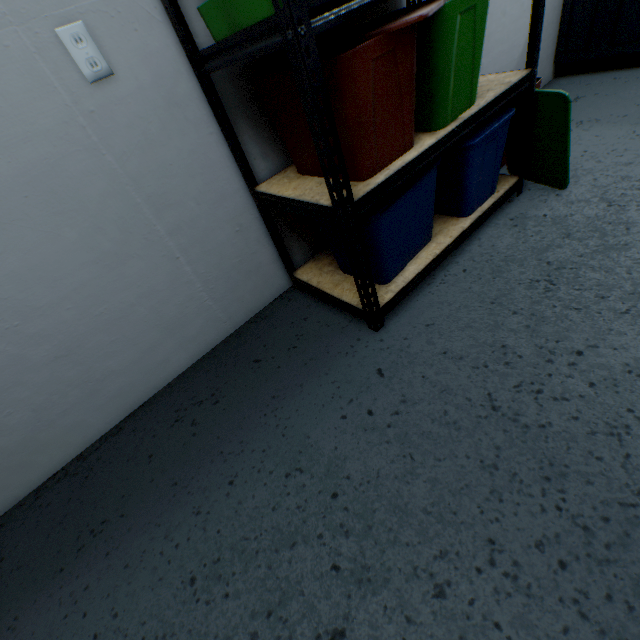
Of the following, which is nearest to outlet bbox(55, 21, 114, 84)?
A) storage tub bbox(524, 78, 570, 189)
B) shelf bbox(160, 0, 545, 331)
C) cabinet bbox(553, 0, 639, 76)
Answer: shelf bbox(160, 0, 545, 331)

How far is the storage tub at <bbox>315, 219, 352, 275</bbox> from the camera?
1.3 meters

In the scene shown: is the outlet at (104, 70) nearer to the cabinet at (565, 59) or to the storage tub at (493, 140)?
the storage tub at (493, 140)

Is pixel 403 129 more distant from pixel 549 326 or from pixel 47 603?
pixel 47 603

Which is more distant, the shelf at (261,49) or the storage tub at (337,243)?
the storage tub at (337,243)

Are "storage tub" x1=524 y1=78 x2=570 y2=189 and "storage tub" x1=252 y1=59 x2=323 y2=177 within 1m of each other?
yes

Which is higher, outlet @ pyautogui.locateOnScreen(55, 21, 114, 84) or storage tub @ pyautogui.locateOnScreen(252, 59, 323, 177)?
outlet @ pyautogui.locateOnScreen(55, 21, 114, 84)

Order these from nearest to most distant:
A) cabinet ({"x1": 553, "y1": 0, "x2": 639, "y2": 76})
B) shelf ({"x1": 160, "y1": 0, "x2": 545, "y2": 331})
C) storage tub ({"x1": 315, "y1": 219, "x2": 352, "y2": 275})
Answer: shelf ({"x1": 160, "y1": 0, "x2": 545, "y2": 331}) → storage tub ({"x1": 315, "y1": 219, "x2": 352, "y2": 275}) → cabinet ({"x1": 553, "y1": 0, "x2": 639, "y2": 76})
